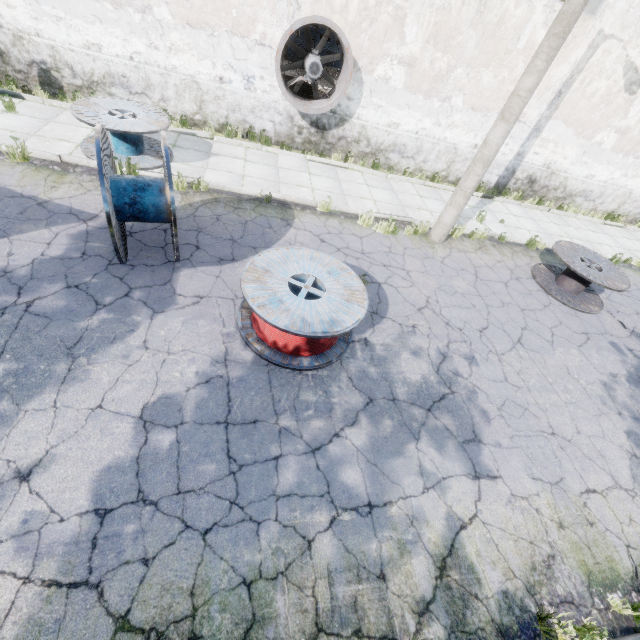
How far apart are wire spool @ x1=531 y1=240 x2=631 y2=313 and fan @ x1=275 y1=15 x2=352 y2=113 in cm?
743

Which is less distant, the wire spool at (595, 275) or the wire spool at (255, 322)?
the wire spool at (255, 322)

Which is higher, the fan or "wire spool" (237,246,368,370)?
the fan

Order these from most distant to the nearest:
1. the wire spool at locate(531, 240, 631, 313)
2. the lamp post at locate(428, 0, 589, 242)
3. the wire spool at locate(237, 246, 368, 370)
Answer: the wire spool at locate(531, 240, 631, 313) < the lamp post at locate(428, 0, 589, 242) < the wire spool at locate(237, 246, 368, 370)

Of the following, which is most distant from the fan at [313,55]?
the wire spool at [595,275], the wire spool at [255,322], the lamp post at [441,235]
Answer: the wire spool at [595,275]

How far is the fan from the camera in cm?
849

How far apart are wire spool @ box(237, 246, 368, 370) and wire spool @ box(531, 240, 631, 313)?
6.3 meters

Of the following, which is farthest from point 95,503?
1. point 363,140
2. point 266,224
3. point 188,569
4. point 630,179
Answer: point 630,179
